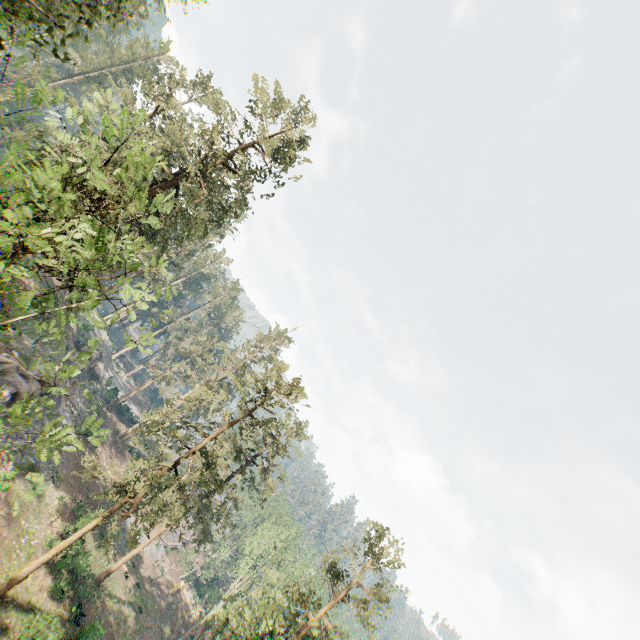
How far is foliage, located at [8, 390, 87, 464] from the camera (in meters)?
6.88

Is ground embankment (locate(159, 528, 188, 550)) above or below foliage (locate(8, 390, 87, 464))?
below

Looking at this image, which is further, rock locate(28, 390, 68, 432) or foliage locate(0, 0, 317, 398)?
rock locate(28, 390, 68, 432)

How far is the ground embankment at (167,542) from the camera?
50.9 meters

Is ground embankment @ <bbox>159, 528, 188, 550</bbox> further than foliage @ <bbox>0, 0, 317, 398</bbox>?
Yes

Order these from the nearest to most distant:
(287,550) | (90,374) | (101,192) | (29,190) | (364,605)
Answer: (29,190) → (101,192) → (364,605) → (287,550) → (90,374)

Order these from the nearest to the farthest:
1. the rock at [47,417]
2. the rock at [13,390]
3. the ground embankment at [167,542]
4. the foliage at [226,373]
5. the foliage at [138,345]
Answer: the foliage at [138,345] < the foliage at [226,373] < the rock at [13,390] < the rock at [47,417] < the ground embankment at [167,542]
